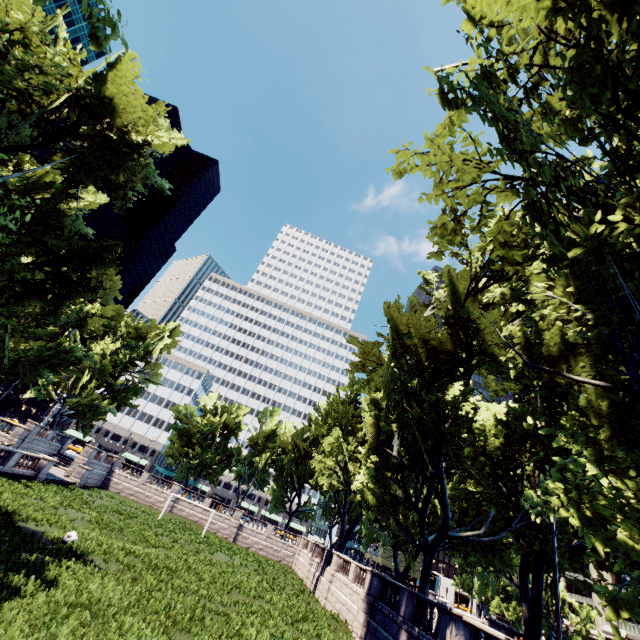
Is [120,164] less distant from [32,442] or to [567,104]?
[567,104]

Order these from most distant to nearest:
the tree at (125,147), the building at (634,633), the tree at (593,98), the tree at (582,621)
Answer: the tree at (582,621)
the building at (634,633)
the tree at (125,147)
the tree at (593,98)

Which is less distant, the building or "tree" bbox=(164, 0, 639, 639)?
"tree" bbox=(164, 0, 639, 639)

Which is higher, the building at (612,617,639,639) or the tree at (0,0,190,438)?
the tree at (0,0,190,438)

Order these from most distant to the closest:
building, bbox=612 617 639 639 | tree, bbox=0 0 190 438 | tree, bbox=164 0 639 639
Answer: building, bbox=612 617 639 639 → tree, bbox=0 0 190 438 → tree, bbox=164 0 639 639

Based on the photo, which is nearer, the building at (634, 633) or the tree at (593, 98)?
the tree at (593, 98)

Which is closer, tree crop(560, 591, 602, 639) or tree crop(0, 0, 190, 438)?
tree crop(0, 0, 190, 438)
